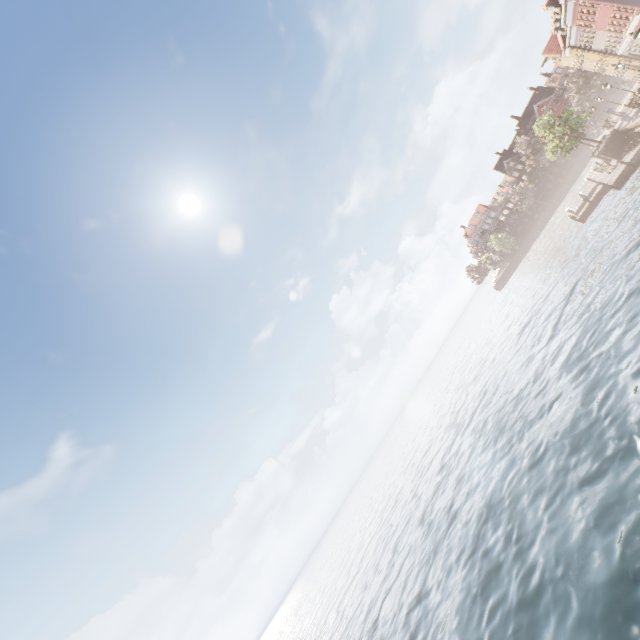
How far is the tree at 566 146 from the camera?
33.56m

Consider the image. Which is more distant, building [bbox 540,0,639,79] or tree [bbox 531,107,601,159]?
tree [bbox 531,107,601,159]

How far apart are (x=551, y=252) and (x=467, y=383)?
22.81m

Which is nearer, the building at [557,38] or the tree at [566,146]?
A: the building at [557,38]

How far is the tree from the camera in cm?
3356
